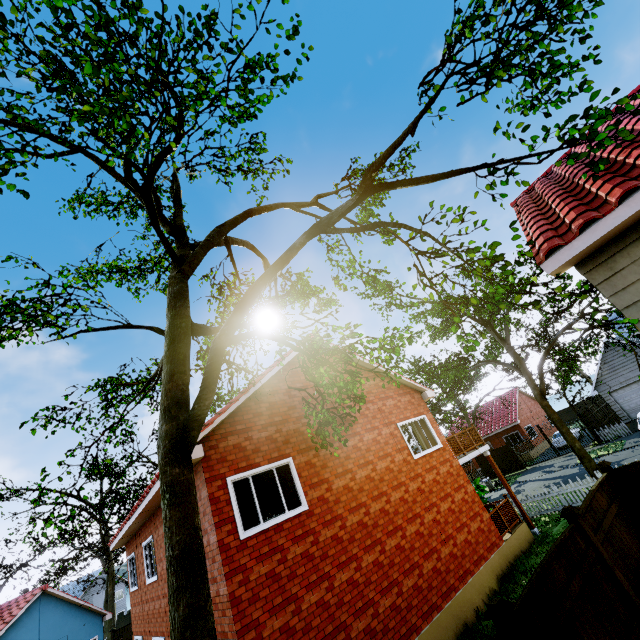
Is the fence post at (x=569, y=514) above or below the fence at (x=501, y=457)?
above

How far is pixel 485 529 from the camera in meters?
11.7

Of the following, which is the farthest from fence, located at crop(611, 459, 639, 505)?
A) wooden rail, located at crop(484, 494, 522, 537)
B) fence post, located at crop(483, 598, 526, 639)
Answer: wooden rail, located at crop(484, 494, 522, 537)

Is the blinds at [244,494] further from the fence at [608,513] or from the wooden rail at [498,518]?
the wooden rail at [498,518]

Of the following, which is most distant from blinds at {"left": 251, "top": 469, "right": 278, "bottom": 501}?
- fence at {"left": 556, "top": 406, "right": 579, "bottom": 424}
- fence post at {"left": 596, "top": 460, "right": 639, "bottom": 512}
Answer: fence at {"left": 556, "top": 406, "right": 579, "bottom": 424}

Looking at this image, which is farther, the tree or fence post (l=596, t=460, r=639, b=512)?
fence post (l=596, t=460, r=639, b=512)

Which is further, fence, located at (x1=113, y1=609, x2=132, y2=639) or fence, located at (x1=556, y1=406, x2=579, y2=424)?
fence, located at (x1=556, y1=406, x2=579, y2=424)

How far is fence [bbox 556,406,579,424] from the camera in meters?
45.3
